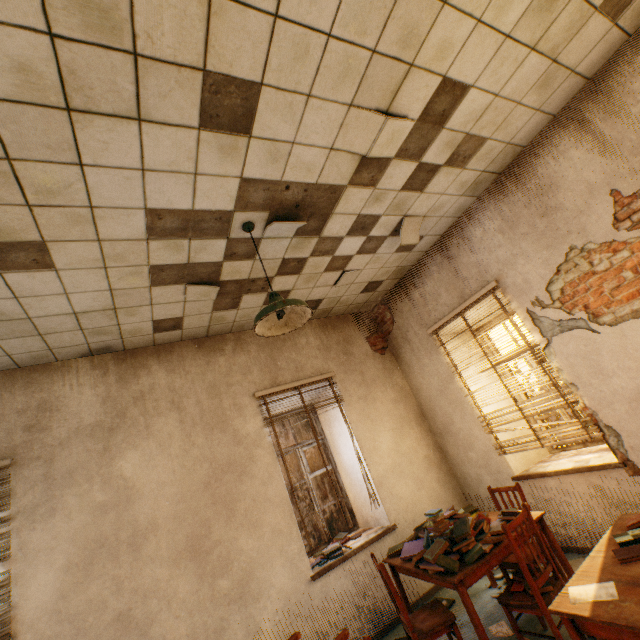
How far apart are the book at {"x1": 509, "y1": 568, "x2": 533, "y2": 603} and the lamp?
2.8m

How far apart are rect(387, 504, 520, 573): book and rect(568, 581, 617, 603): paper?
0.82m

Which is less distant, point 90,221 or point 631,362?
point 90,221

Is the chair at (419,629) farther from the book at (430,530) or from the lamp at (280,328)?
the lamp at (280,328)

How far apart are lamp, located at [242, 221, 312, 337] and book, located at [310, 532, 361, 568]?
2.9 meters

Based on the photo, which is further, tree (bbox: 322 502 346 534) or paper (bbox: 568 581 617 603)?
tree (bbox: 322 502 346 534)

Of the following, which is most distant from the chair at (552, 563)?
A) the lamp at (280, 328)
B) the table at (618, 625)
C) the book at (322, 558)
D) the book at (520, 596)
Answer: the lamp at (280, 328)

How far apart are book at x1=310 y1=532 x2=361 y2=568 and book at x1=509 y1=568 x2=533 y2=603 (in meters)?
1.79
